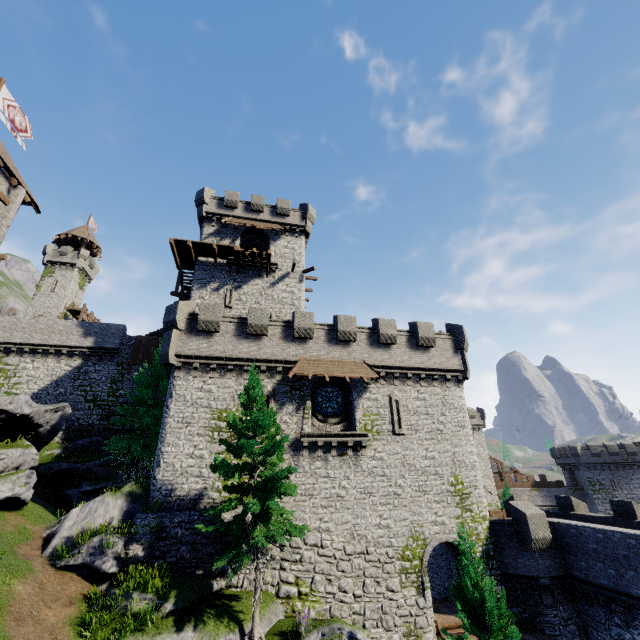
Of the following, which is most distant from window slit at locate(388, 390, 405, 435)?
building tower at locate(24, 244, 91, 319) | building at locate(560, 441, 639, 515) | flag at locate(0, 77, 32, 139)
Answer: building tower at locate(24, 244, 91, 319)

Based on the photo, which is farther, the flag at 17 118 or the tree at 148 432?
the flag at 17 118

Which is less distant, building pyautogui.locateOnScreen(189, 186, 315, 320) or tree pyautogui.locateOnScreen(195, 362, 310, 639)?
tree pyautogui.locateOnScreen(195, 362, 310, 639)

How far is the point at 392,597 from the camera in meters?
16.4

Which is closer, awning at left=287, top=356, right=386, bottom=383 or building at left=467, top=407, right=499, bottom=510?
awning at left=287, top=356, right=386, bottom=383

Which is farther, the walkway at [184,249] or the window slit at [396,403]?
the walkway at [184,249]

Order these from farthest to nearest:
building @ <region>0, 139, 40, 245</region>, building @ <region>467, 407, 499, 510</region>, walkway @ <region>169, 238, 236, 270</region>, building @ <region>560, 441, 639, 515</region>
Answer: building @ <region>467, 407, 499, 510</region> < building @ <region>560, 441, 639, 515</region> < walkway @ <region>169, 238, 236, 270</region> < building @ <region>0, 139, 40, 245</region>

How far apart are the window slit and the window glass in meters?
2.8 m
